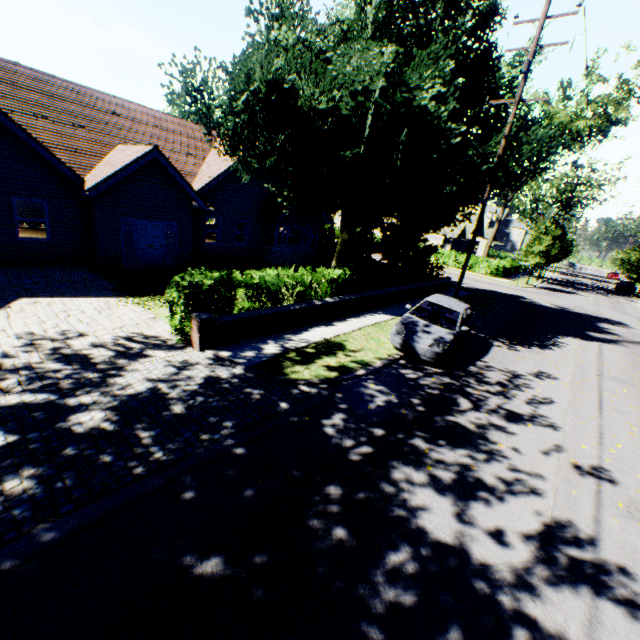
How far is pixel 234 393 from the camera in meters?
6.9 m

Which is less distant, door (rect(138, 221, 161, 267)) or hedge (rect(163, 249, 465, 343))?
hedge (rect(163, 249, 465, 343))

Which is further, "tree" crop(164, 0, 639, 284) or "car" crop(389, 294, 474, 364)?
"tree" crop(164, 0, 639, 284)

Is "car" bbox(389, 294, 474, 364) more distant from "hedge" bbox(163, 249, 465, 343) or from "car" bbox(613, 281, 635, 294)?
"car" bbox(613, 281, 635, 294)

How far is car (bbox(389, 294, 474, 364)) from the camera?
9.8 meters

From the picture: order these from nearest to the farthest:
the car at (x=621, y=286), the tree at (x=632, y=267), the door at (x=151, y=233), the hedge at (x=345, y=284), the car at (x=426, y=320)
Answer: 1. the hedge at (x=345, y=284)
2. the car at (x=426, y=320)
3. the door at (x=151, y=233)
4. the tree at (x=632, y=267)
5. the car at (x=621, y=286)

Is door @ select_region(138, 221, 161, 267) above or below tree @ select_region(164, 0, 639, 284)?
below

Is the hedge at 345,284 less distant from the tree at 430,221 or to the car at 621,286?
the tree at 430,221
